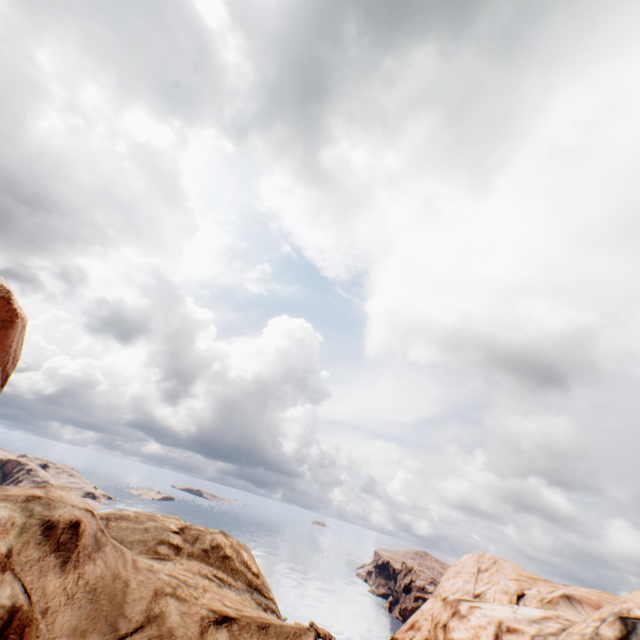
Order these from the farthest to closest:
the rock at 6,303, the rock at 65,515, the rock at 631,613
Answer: the rock at 631,613 → the rock at 6,303 → the rock at 65,515

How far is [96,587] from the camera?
5.4m

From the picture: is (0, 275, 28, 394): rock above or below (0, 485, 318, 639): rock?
above

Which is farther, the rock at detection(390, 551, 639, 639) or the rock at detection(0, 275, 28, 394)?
the rock at detection(390, 551, 639, 639)

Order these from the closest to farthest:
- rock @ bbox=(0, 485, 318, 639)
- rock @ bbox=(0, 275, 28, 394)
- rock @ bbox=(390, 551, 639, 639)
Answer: rock @ bbox=(0, 485, 318, 639) → rock @ bbox=(0, 275, 28, 394) → rock @ bbox=(390, 551, 639, 639)

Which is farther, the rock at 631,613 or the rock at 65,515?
the rock at 631,613
